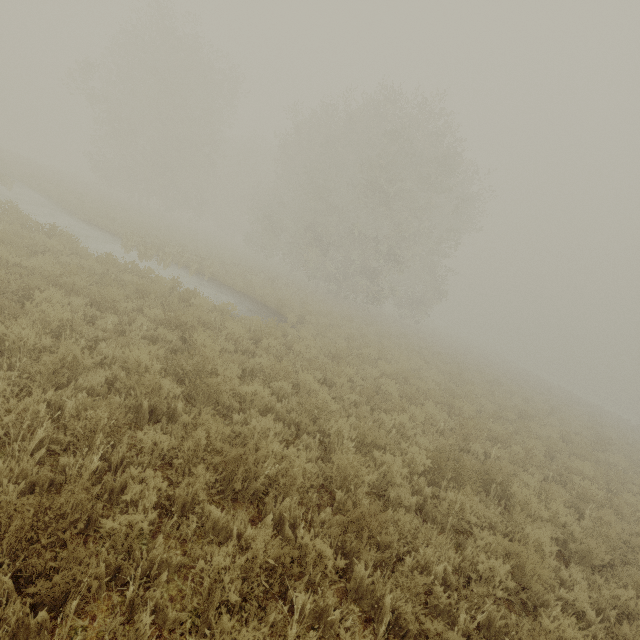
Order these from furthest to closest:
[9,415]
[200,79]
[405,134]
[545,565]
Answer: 1. [200,79]
2. [405,134]
3. [545,565]
4. [9,415]
